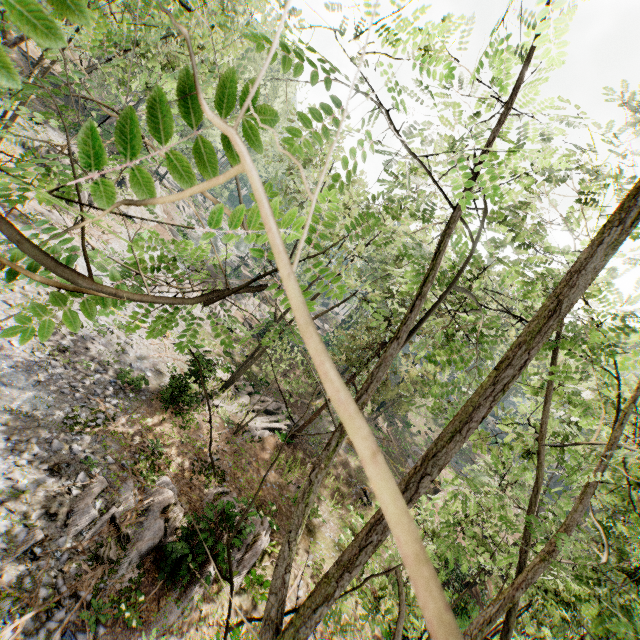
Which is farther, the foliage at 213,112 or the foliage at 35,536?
the foliage at 35,536

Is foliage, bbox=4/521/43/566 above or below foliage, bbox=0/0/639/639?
below

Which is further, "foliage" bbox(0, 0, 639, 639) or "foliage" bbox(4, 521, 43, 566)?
"foliage" bbox(4, 521, 43, 566)

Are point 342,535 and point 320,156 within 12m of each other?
no

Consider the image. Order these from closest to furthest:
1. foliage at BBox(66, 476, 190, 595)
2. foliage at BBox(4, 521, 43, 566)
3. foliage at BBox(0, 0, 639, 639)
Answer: foliage at BBox(0, 0, 639, 639) → foliage at BBox(4, 521, 43, 566) → foliage at BBox(66, 476, 190, 595)

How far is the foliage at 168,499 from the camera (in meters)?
10.06
